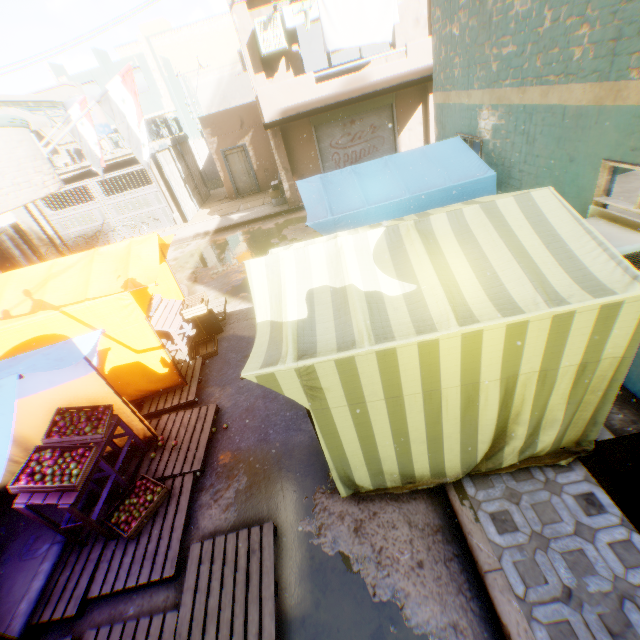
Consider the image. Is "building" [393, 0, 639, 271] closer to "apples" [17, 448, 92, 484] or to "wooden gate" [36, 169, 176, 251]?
"wooden gate" [36, 169, 176, 251]

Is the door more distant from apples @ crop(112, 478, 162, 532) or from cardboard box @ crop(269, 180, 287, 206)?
apples @ crop(112, 478, 162, 532)

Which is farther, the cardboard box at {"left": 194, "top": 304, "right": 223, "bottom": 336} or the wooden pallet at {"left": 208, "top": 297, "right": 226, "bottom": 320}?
the wooden pallet at {"left": 208, "top": 297, "right": 226, "bottom": 320}

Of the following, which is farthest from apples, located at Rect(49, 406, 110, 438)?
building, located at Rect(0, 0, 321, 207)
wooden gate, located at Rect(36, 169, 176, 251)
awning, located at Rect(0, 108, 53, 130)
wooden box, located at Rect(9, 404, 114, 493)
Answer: awning, located at Rect(0, 108, 53, 130)

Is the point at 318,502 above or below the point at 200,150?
below

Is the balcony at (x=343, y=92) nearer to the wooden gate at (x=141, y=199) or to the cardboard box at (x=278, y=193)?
the wooden gate at (x=141, y=199)

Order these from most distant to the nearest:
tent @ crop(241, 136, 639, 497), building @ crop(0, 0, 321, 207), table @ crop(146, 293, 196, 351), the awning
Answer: the awning → building @ crop(0, 0, 321, 207) → table @ crop(146, 293, 196, 351) → tent @ crop(241, 136, 639, 497)

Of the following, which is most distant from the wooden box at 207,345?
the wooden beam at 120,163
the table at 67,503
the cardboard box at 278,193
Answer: the cardboard box at 278,193
